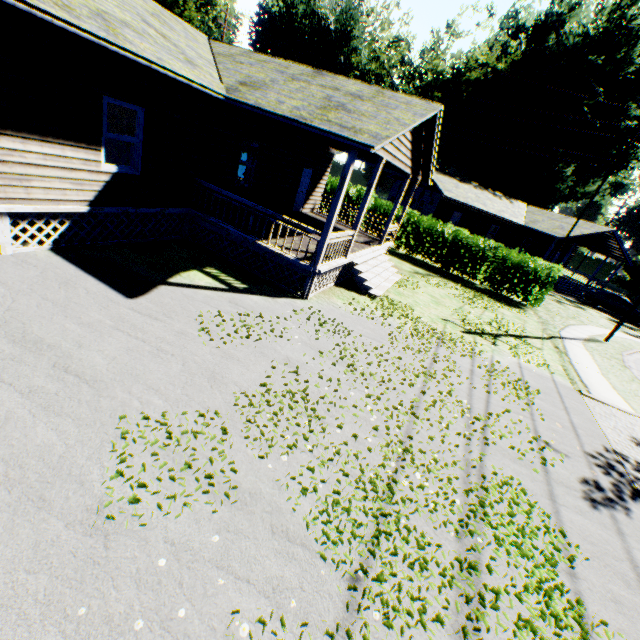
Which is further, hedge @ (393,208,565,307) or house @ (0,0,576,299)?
hedge @ (393,208,565,307)

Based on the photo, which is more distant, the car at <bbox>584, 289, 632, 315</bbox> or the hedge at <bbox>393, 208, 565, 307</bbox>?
the car at <bbox>584, 289, 632, 315</bbox>

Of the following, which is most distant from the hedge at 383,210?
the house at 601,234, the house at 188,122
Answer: the house at 601,234

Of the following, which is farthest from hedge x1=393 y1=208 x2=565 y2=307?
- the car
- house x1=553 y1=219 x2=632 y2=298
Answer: the car

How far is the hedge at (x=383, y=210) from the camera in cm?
2131

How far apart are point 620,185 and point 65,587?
73.5 meters

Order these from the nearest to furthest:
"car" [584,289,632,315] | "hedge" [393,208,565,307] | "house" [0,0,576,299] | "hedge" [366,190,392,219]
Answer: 1. "house" [0,0,576,299]
2. "hedge" [393,208,565,307]
3. "hedge" [366,190,392,219]
4. "car" [584,289,632,315]
